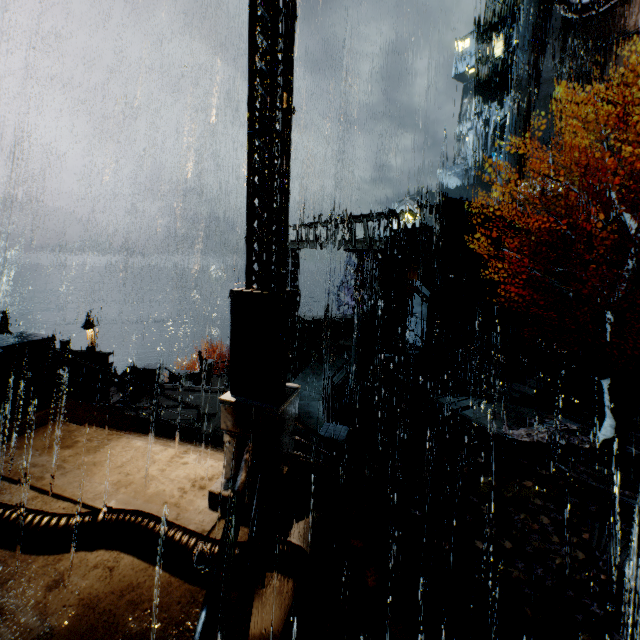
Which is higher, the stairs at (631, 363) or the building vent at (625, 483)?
the stairs at (631, 363)

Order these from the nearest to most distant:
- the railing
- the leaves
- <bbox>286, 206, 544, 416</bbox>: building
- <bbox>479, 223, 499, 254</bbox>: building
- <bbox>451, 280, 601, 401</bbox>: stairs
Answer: the railing → the leaves → <bbox>286, 206, 544, 416</bbox>: building → <bbox>451, 280, 601, 401</bbox>: stairs → <bbox>479, 223, 499, 254</bbox>: building

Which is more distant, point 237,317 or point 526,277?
point 526,277

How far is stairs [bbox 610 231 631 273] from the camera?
21.50m

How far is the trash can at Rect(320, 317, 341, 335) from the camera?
21.1 meters

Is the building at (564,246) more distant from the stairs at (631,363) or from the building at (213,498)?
the building at (213,498)

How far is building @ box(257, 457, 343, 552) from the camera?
4.3 meters

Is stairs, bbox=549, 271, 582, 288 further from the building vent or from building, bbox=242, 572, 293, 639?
the building vent
